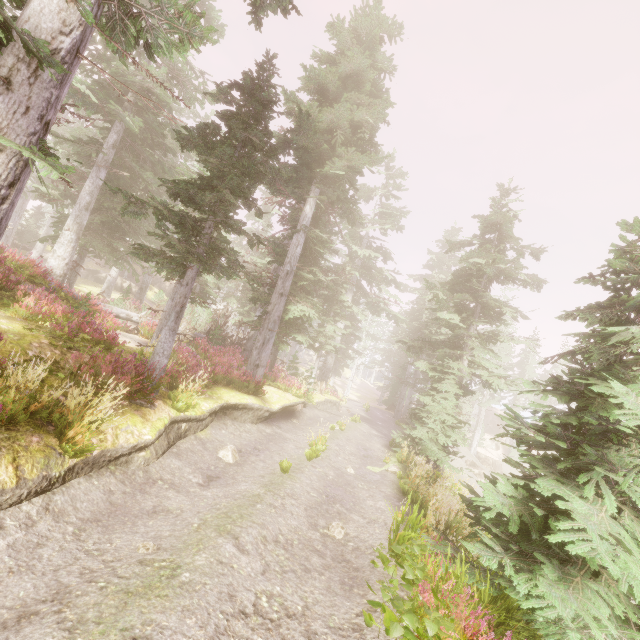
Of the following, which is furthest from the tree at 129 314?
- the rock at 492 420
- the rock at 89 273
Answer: the rock at 492 420

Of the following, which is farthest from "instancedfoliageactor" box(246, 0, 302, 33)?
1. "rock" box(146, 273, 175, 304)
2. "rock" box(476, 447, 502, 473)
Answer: "rock" box(476, 447, 502, 473)

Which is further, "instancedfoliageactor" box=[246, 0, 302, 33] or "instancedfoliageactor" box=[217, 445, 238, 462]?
"instancedfoliageactor" box=[217, 445, 238, 462]

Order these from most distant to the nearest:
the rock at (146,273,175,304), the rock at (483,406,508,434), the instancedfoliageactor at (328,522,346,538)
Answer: the rock at (483,406,508,434), the rock at (146,273,175,304), the instancedfoliageactor at (328,522,346,538)

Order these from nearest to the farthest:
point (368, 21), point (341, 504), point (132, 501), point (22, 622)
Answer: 1. point (22, 622)
2. point (132, 501)
3. point (341, 504)
4. point (368, 21)

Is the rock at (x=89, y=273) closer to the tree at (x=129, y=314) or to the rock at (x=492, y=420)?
the tree at (x=129, y=314)

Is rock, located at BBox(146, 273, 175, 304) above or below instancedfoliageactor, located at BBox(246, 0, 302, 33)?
below
